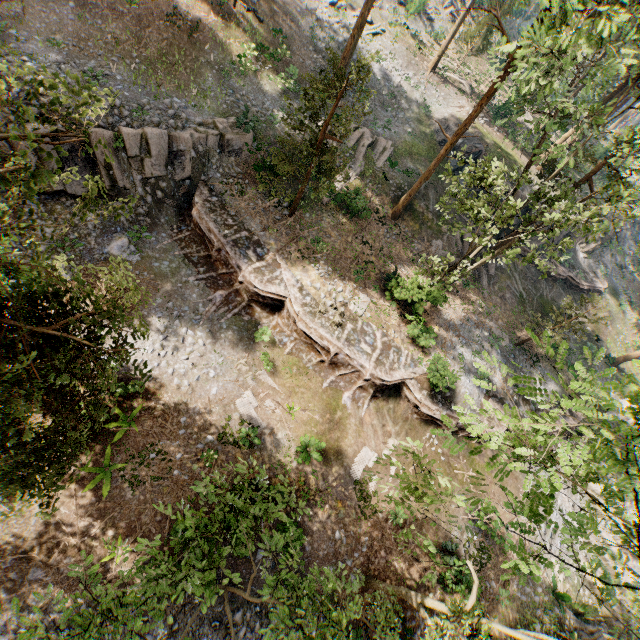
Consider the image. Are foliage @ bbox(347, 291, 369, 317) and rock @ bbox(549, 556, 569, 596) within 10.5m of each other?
no

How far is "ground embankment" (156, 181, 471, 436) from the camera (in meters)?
18.17

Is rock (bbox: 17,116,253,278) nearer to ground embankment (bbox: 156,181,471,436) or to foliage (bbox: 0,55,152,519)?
ground embankment (bbox: 156,181,471,436)

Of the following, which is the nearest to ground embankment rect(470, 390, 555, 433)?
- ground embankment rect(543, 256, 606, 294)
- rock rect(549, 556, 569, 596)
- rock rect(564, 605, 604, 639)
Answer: rock rect(549, 556, 569, 596)

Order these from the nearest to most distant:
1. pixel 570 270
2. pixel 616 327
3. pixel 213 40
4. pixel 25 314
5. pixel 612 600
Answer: pixel 25 314 → pixel 612 600 → pixel 213 40 → pixel 570 270 → pixel 616 327

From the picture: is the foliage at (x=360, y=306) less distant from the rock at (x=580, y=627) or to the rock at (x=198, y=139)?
the rock at (x=198, y=139)

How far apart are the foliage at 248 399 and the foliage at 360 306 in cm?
711

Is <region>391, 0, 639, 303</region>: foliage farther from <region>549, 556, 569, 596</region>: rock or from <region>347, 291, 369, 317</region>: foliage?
<region>347, 291, 369, 317</region>: foliage
